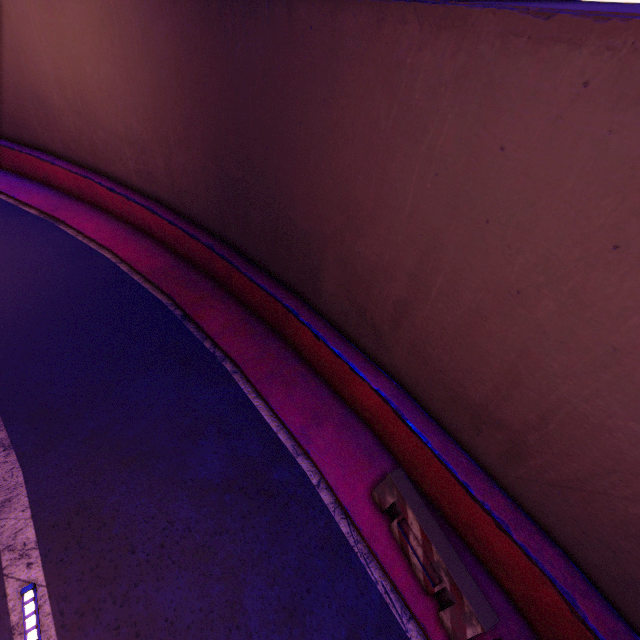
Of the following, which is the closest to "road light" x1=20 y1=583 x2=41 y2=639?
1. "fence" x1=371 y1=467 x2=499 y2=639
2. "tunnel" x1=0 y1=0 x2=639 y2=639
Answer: "tunnel" x1=0 y1=0 x2=639 y2=639

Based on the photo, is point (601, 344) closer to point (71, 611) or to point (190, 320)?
point (71, 611)

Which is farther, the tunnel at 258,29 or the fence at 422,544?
the fence at 422,544

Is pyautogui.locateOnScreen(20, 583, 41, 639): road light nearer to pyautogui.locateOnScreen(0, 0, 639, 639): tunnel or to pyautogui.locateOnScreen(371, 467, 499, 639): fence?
pyautogui.locateOnScreen(0, 0, 639, 639): tunnel

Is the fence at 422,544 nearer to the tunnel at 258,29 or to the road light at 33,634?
the tunnel at 258,29

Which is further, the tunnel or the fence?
the fence

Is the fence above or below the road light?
above
